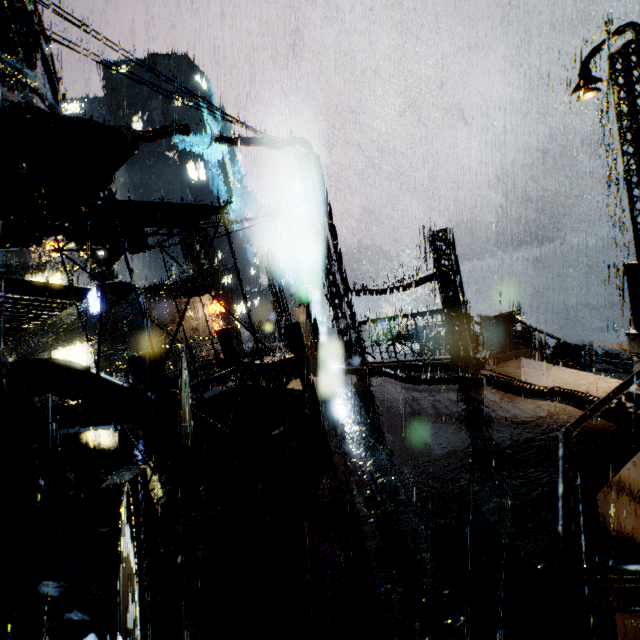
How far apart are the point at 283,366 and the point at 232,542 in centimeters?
1178cm

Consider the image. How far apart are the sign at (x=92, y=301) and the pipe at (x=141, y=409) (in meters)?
27.47

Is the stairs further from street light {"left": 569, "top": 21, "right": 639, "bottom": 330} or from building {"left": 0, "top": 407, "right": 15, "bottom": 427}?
street light {"left": 569, "top": 21, "right": 639, "bottom": 330}

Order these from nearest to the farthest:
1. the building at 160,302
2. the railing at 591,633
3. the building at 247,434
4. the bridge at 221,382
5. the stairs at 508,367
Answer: the railing at 591,633 → the stairs at 508,367 → the building at 247,434 → the bridge at 221,382 → the building at 160,302

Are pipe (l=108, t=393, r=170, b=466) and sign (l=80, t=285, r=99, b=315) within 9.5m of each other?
no

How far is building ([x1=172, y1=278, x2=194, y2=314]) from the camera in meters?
37.8 m

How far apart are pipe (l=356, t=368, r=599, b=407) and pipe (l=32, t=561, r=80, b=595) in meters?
8.8 m

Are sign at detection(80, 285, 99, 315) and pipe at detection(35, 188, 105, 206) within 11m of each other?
no
